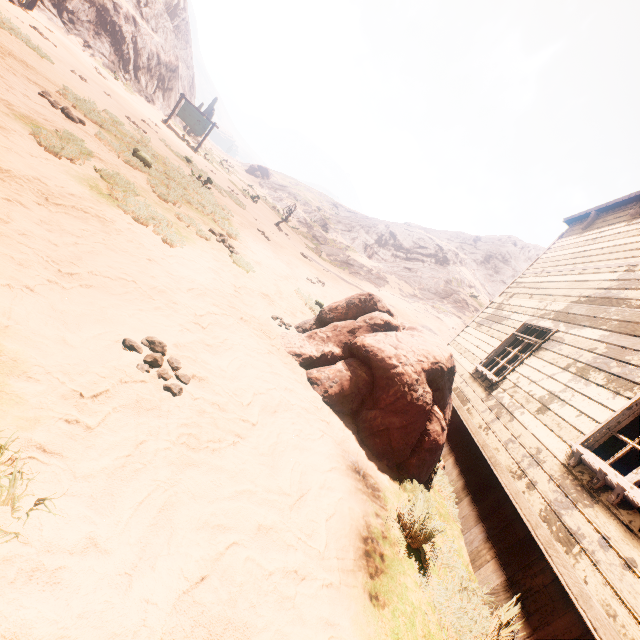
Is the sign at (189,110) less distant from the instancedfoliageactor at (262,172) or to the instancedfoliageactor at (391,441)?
the instancedfoliageactor at (391,441)

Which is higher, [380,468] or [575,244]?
[575,244]

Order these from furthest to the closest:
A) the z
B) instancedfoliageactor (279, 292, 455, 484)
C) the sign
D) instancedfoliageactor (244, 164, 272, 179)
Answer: instancedfoliageactor (244, 164, 272, 179), the sign, instancedfoliageactor (279, 292, 455, 484), the z

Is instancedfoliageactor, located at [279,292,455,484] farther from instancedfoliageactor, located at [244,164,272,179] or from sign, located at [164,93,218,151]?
instancedfoliageactor, located at [244,164,272,179]

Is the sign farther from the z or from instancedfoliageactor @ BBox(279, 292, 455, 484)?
instancedfoliageactor @ BBox(279, 292, 455, 484)

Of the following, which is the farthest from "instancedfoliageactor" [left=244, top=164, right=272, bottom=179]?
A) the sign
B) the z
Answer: the sign

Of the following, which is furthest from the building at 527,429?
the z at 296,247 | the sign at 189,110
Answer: the sign at 189,110

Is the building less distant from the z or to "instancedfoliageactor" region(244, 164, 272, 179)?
the z
